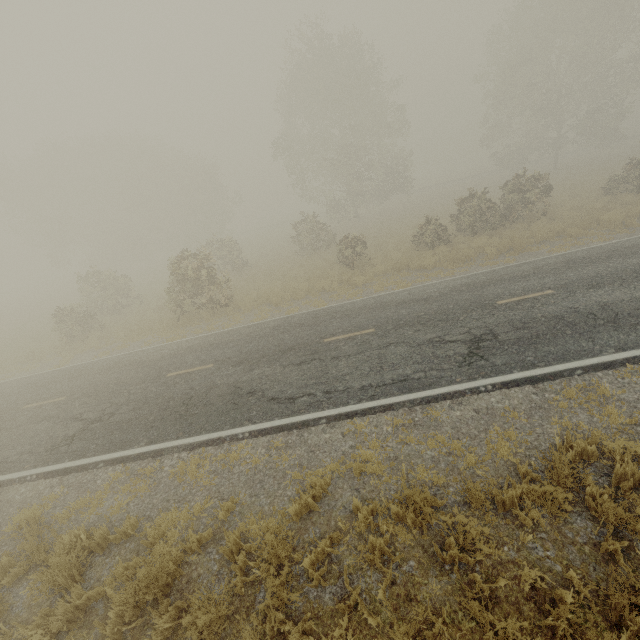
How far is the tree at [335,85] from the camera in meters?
26.5

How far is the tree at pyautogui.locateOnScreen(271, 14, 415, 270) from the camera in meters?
26.5 m

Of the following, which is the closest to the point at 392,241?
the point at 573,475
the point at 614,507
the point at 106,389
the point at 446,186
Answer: the point at 106,389

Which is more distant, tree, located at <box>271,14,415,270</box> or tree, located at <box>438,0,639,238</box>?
tree, located at <box>271,14,415,270</box>

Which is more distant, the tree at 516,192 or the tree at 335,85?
the tree at 335,85
